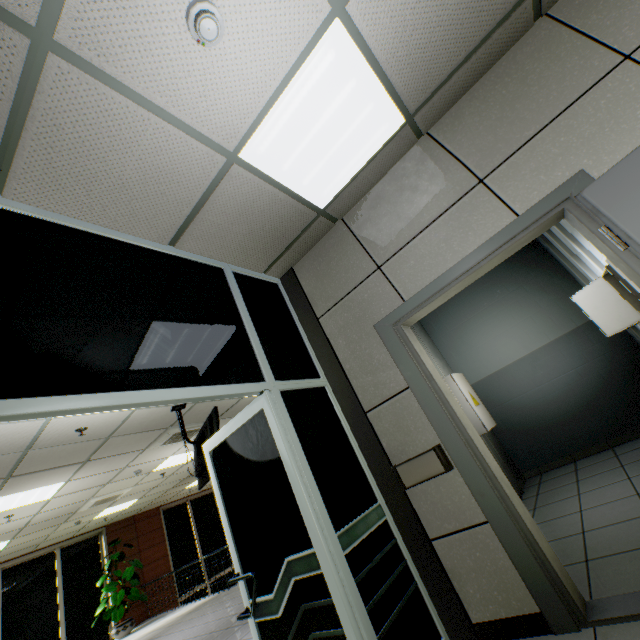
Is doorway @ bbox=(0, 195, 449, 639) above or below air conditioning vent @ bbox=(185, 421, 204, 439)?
below

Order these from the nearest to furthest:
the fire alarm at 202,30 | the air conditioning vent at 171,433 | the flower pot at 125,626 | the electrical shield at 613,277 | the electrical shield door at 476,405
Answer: the fire alarm at 202,30 → the electrical shield at 613,277 → the electrical shield door at 476,405 → the air conditioning vent at 171,433 → the flower pot at 125,626

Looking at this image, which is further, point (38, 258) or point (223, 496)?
point (223, 496)

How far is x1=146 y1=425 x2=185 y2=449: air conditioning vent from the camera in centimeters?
605cm

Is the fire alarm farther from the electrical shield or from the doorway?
the electrical shield

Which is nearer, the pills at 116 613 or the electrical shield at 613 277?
the electrical shield at 613 277

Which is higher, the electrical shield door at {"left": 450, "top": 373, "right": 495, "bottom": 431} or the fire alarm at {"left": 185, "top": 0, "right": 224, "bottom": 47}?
the fire alarm at {"left": 185, "top": 0, "right": 224, "bottom": 47}

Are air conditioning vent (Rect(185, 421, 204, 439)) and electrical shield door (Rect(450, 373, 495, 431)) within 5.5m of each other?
yes
